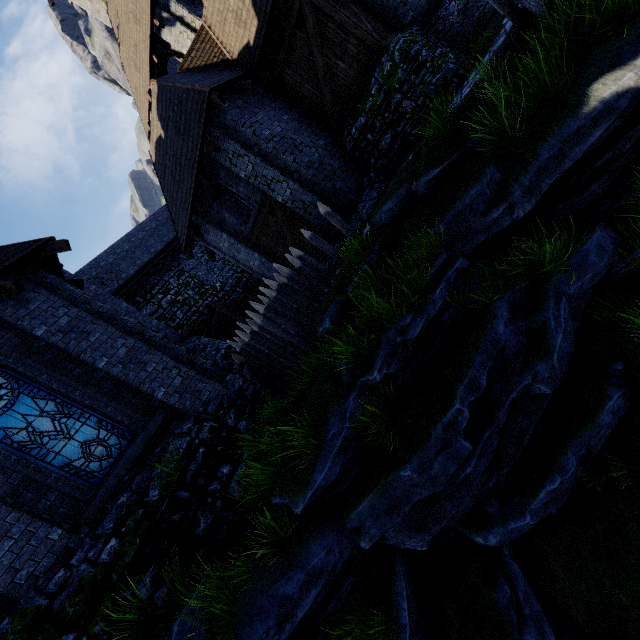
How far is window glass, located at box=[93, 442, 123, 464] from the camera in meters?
7.1 m

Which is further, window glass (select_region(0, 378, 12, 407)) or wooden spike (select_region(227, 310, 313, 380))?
wooden spike (select_region(227, 310, 313, 380))

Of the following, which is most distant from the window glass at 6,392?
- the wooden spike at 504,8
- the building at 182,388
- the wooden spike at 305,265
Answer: the wooden spike at 504,8

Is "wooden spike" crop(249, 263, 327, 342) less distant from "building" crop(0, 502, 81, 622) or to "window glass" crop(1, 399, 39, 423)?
"building" crop(0, 502, 81, 622)

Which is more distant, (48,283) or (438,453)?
(48,283)

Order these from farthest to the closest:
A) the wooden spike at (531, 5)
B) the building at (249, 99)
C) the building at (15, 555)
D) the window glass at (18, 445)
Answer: the building at (249, 99) → the window glass at (18, 445) → the wooden spike at (531, 5) → the building at (15, 555)

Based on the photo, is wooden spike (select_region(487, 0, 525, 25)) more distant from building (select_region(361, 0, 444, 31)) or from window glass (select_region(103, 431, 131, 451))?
→ window glass (select_region(103, 431, 131, 451))
